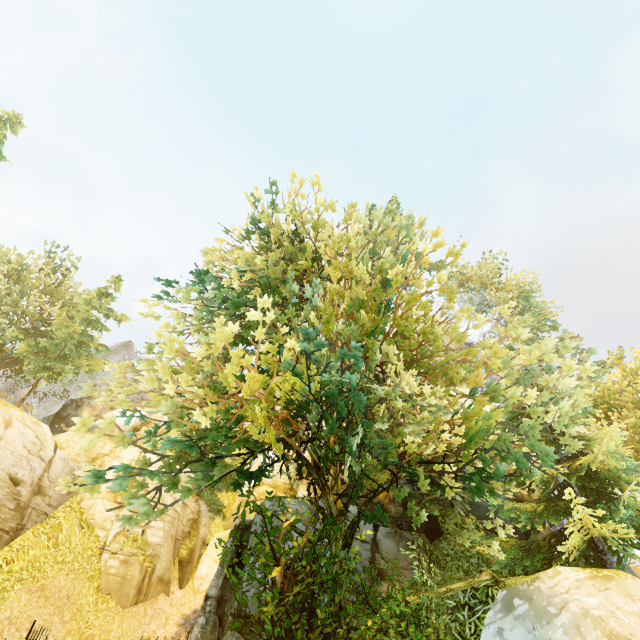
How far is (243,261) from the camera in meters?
10.5 m

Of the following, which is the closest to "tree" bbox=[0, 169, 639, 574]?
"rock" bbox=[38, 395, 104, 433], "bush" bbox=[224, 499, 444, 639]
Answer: "bush" bbox=[224, 499, 444, 639]

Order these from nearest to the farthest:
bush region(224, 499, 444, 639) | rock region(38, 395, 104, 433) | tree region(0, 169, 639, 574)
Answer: tree region(0, 169, 639, 574) < bush region(224, 499, 444, 639) < rock region(38, 395, 104, 433)

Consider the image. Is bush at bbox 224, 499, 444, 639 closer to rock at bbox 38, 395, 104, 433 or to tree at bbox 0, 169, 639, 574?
tree at bbox 0, 169, 639, 574

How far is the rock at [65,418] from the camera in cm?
3344

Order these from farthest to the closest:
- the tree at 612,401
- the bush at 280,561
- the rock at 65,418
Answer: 1. the rock at 65,418
2. the bush at 280,561
3. the tree at 612,401

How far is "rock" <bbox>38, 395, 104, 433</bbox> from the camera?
33.4 meters
